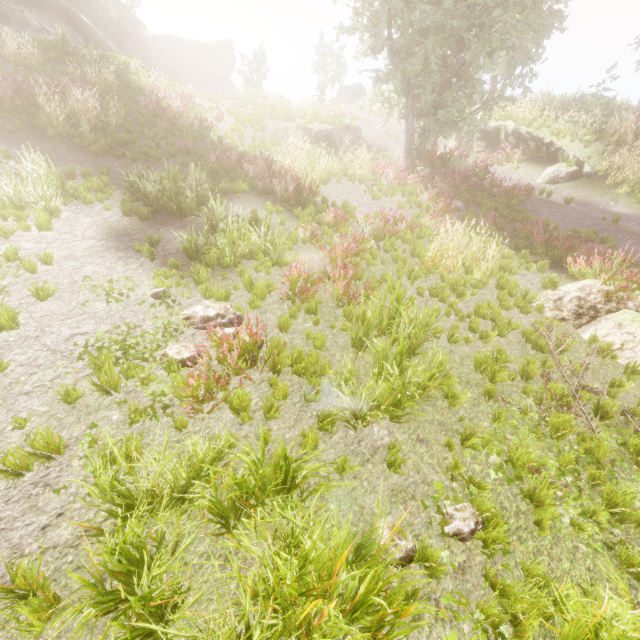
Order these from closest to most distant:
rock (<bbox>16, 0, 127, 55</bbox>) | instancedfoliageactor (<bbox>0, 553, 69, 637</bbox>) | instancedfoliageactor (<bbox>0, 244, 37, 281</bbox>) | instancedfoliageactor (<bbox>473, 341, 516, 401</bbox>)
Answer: instancedfoliageactor (<bbox>0, 553, 69, 637</bbox>), instancedfoliageactor (<bbox>473, 341, 516, 401</bbox>), instancedfoliageactor (<bbox>0, 244, 37, 281</bbox>), rock (<bbox>16, 0, 127, 55</bbox>)

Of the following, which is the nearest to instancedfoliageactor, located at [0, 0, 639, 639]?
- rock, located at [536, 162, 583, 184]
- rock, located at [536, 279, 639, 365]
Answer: rock, located at [536, 279, 639, 365]

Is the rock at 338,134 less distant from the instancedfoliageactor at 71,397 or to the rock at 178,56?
the instancedfoliageactor at 71,397

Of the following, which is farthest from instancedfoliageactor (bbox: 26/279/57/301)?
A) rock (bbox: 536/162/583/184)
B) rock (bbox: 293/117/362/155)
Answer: rock (bbox: 536/162/583/184)

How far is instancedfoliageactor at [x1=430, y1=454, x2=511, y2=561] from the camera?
3.44m

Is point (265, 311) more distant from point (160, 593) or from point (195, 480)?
point (160, 593)

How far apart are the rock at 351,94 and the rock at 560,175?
23.1 meters

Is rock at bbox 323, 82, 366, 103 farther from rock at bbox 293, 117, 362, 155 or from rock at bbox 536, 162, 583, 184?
rock at bbox 536, 162, 583, 184
